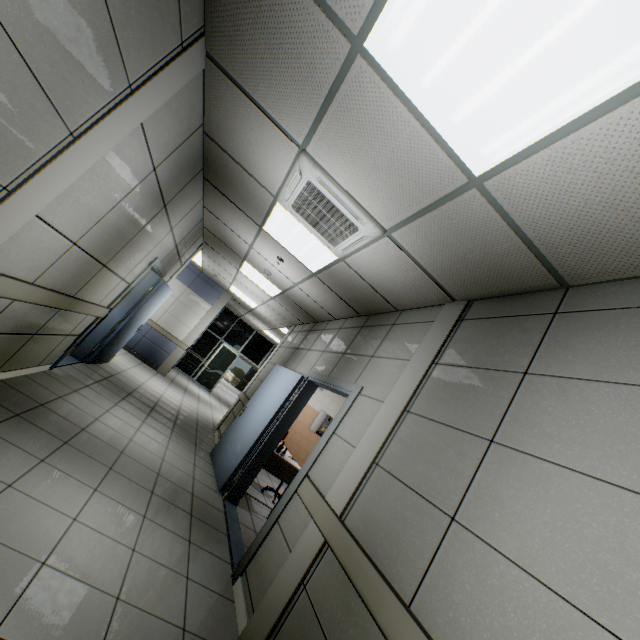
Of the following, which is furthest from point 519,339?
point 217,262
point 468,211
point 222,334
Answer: Result: point 222,334

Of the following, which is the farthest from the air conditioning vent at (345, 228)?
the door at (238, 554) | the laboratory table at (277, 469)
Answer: the laboratory table at (277, 469)

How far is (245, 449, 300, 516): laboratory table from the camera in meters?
5.0 m

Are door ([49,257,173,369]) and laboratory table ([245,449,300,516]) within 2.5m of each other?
no

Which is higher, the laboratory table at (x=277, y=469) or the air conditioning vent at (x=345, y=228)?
the air conditioning vent at (x=345, y=228)

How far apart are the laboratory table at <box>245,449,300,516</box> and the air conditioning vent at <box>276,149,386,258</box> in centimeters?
324cm

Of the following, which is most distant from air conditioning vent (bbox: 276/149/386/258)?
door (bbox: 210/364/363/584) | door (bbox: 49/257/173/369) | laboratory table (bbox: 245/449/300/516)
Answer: laboratory table (bbox: 245/449/300/516)

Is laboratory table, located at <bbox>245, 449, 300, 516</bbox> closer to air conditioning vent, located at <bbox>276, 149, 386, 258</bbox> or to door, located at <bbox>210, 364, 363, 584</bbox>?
door, located at <bbox>210, 364, 363, 584</bbox>
